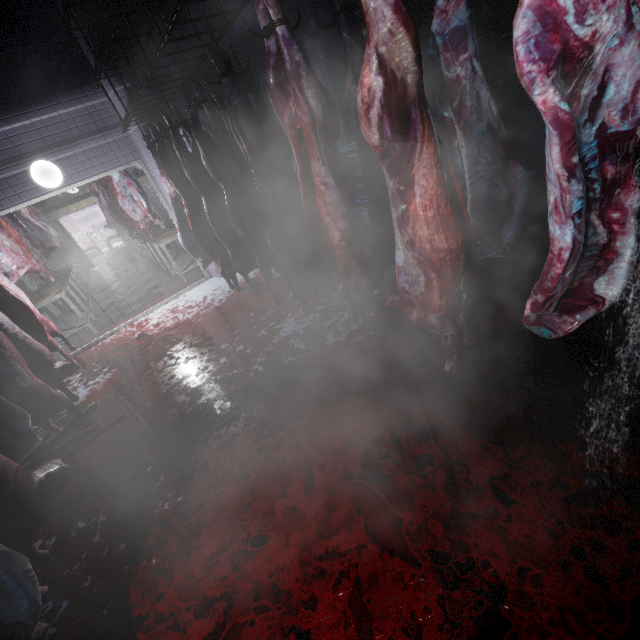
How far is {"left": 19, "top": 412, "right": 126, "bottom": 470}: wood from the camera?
2.7 meters

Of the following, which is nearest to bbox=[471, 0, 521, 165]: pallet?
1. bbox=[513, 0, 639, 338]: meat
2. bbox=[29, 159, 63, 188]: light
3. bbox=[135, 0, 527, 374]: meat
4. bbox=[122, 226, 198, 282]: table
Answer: bbox=[135, 0, 527, 374]: meat

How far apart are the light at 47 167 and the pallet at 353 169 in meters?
3.1

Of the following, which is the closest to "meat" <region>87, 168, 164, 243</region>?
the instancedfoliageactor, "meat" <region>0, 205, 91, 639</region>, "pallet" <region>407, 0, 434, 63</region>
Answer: "meat" <region>0, 205, 91, 639</region>

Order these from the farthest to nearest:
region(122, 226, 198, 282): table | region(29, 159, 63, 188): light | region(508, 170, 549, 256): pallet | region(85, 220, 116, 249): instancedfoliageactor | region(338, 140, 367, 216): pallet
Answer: region(85, 220, 116, 249): instancedfoliageactor < region(122, 226, 198, 282): table < region(338, 140, 367, 216): pallet < region(29, 159, 63, 188): light < region(508, 170, 549, 256): pallet

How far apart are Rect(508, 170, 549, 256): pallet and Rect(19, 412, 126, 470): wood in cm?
367

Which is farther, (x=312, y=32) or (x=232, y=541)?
(x=312, y=32)

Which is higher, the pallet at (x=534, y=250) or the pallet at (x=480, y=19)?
the pallet at (x=480, y=19)
